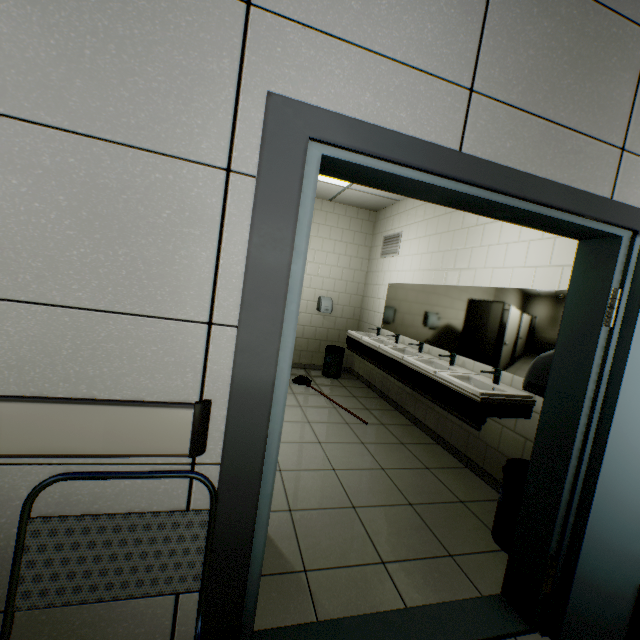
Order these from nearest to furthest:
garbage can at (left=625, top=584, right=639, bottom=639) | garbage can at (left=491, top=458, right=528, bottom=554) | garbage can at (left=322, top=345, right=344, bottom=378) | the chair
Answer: the chair < garbage can at (left=625, top=584, right=639, bottom=639) < garbage can at (left=491, top=458, right=528, bottom=554) < garbage can at (left=322, top=345, right=344, bottom=378)

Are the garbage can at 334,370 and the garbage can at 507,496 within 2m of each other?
no

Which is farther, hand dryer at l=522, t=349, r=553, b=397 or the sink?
the sink

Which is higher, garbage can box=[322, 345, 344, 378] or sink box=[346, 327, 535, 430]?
sink box=[346, 327, 535, 430]

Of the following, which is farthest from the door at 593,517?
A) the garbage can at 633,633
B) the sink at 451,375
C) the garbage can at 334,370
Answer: the garbage can at 334,370

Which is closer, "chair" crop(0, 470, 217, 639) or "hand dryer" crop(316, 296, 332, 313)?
"chair" crop(0, 470, 217, 639)

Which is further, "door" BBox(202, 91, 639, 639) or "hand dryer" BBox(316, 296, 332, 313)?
"hand dryer" BBox(316, 296, 332, 313)

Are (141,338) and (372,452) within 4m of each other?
yes
